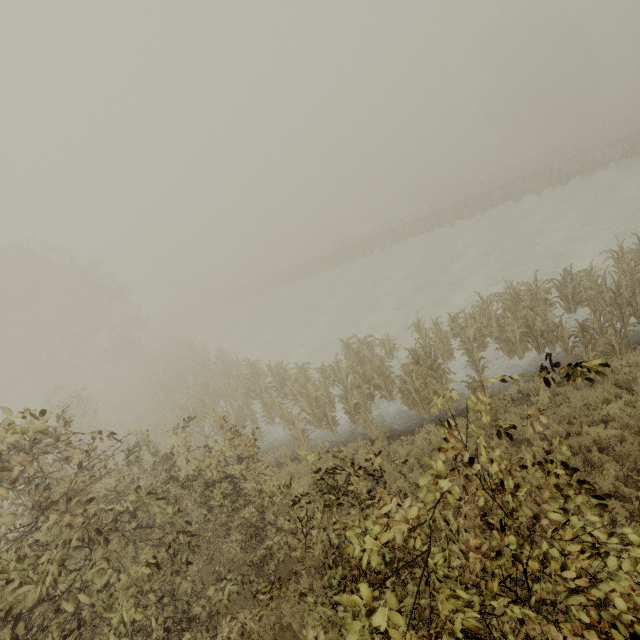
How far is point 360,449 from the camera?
9.3 meters

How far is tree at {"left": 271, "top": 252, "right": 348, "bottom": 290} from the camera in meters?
37.2

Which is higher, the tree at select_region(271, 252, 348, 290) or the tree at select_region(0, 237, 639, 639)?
the tree at select_region(0, 237, 639, 639)

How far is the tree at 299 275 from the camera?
37.2 meters

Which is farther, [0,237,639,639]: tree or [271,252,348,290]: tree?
[271,252,348,290]: tree

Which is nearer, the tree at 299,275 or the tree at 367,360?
the tree at 367,360
